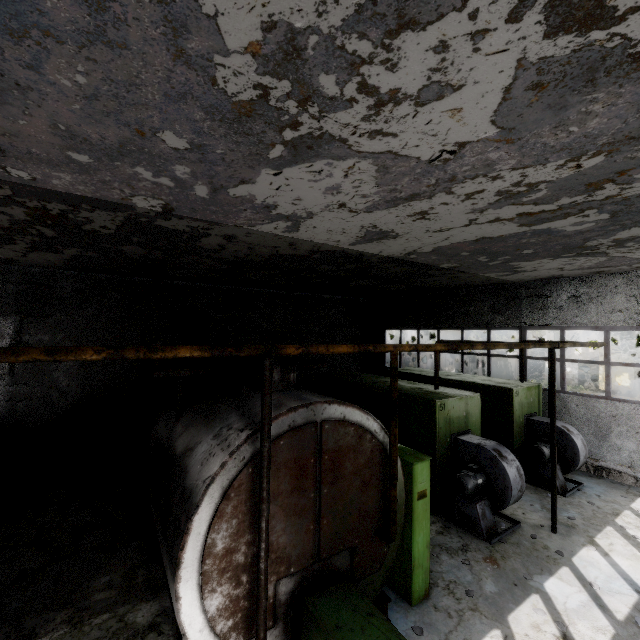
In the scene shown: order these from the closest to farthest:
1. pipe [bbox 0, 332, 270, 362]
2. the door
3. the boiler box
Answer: pipe [bbox 0, 332, 270, 362] < the boiler box < the door

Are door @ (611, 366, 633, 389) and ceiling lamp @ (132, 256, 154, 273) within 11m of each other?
no

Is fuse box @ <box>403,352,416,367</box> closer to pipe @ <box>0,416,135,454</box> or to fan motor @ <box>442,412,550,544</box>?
pipe @ <box>0,416,135,454</box>

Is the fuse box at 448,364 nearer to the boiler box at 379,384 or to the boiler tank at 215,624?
the boiler box at 379,384

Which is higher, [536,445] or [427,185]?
[427,185]

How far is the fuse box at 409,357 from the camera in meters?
22.8 m

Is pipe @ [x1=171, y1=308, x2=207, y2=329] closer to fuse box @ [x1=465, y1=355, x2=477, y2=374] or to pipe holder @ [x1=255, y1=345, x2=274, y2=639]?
fuse box @ [x1=465, y1=355, x2=477, y2=374]

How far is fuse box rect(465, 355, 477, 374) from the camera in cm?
2830
